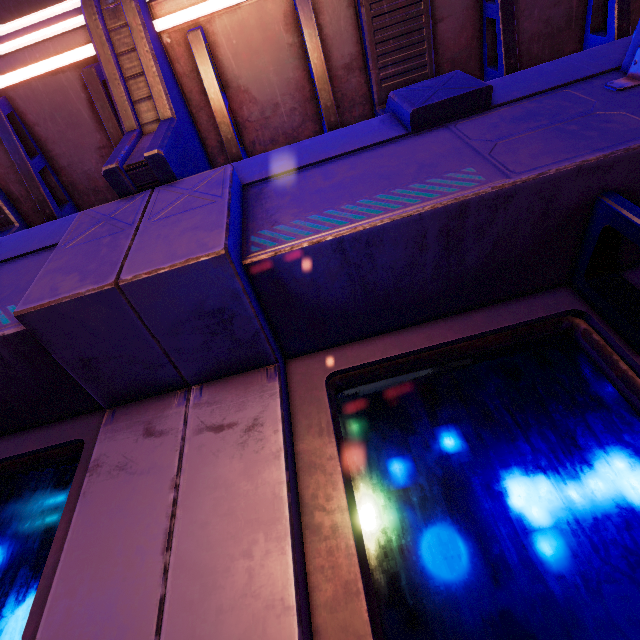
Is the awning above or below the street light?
above

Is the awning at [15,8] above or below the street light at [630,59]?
above

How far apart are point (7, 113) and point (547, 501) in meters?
3.6 m

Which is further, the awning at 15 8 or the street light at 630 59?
the awning at 15 8

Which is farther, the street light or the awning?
the awning
